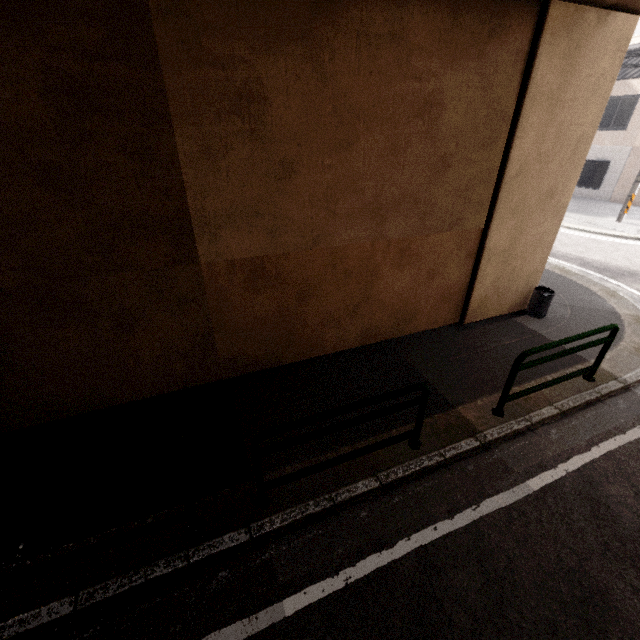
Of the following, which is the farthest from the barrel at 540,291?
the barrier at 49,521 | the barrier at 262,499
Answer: the barrier at 49,521

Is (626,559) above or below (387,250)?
below

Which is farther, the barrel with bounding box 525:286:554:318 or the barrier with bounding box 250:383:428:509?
the barrel with bounding box 525:286:554:318

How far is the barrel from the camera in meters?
6.7 m

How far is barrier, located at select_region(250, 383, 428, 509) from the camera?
3.1 meters

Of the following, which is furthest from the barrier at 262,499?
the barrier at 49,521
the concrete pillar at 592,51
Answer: the concrete pillar at 592,51

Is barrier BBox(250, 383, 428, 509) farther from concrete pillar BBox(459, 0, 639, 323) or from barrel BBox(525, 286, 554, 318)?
barrel BBox(525, 286, 554, 318)
